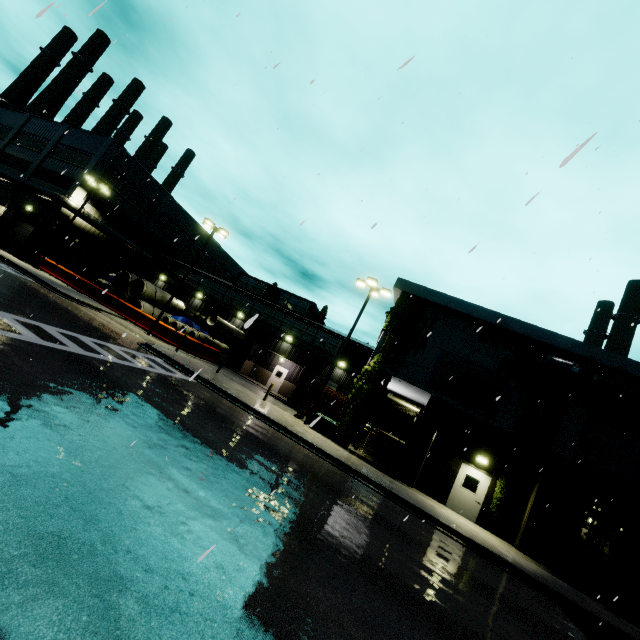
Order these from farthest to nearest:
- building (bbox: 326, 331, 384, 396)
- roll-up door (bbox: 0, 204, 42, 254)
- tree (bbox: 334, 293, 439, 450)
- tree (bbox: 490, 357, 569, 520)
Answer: roll-up door (bbox: 0, 204, 42, 254) < building (bbox: 326, 331, 384, 396) < tree (bbox: 334, 293, 439, 450) < tree (bbox: 490, 357, 569, 520)

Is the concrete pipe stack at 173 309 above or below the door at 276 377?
above

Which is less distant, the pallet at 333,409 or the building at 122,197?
the pallet at 333,409

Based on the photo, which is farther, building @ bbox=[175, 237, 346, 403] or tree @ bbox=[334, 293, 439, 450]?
building @ bbox=[175, 237, 346, 403]

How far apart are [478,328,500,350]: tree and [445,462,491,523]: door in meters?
6.3 m

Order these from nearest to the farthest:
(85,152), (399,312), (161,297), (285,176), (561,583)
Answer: (561,583) → (285,176) → (399,312) → (161,297) → (85,152)

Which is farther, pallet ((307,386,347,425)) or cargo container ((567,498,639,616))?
pallet ((307,386,347,425))

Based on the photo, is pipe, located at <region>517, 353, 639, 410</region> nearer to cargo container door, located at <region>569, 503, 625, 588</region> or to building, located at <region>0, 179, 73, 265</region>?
building, located at <region>0, 179, 73, 265</region>
